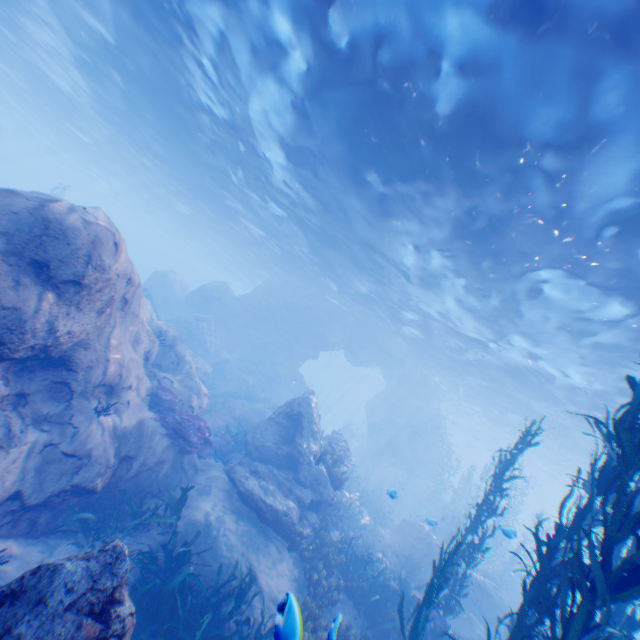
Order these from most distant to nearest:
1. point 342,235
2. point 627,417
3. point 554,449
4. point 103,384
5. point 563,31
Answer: point 554,449
point 342,235
point 103,384
point 563,31
point 627,417

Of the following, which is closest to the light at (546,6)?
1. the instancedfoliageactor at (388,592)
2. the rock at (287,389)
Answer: the rock at (287,389)

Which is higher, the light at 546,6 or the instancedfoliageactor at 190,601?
the light at 546,6

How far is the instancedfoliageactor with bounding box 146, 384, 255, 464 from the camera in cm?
943

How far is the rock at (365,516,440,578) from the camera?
14.99m

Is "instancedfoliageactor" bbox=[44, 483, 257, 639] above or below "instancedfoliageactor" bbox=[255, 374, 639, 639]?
below

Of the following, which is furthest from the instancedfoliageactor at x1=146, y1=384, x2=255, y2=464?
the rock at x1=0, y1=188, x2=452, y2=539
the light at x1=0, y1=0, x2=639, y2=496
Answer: the light at x1=0, y1=0, x2=639, y2=496
